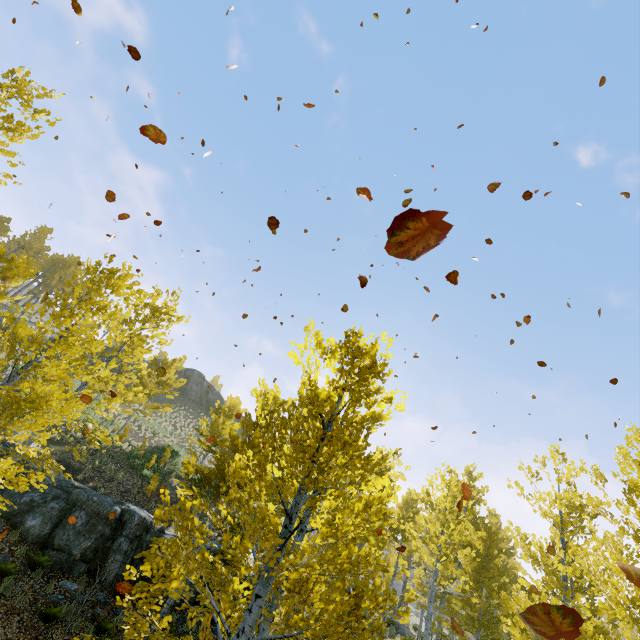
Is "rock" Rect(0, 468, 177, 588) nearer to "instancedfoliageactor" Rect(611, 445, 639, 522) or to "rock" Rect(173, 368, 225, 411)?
"instancedfoliageactor" Rect(611, 445, 639, 522)

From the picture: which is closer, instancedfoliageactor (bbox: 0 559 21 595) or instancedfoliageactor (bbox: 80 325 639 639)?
A: instancedfoliageactor (bbox: 80 325 639 639)

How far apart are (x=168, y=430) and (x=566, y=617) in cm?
3340

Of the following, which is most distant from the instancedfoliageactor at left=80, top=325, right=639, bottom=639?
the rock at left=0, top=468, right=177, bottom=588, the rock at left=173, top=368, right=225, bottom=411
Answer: the rock at left=173, top=368, right=225, bottom=411

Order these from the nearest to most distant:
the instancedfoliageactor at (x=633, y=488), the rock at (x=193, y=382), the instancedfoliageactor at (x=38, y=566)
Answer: the instancedfoliageactor at (x=633, y=488) → the instancedfoliageactor at (x=38, y=566) → the rock at (x=193, y=382)

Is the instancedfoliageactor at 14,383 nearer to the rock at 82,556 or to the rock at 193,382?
the rock at 82,556
